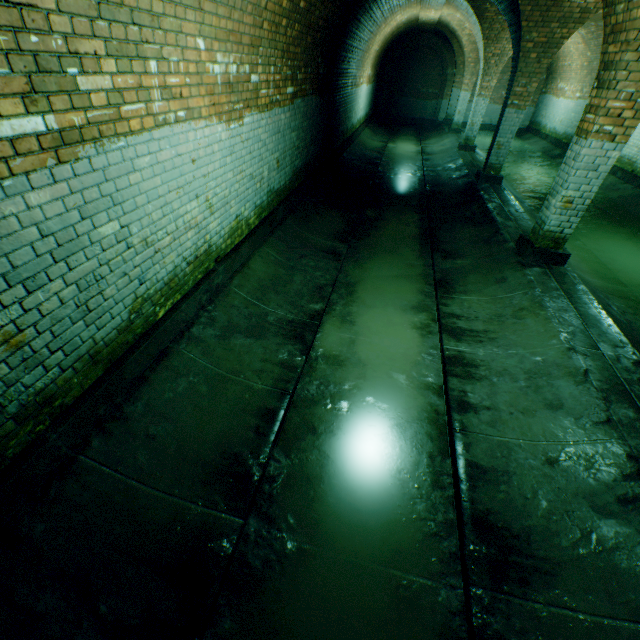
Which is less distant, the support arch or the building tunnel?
the building tunnel

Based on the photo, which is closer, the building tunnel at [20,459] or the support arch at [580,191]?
the building tunnel at [20,459]

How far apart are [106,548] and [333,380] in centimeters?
240cm
